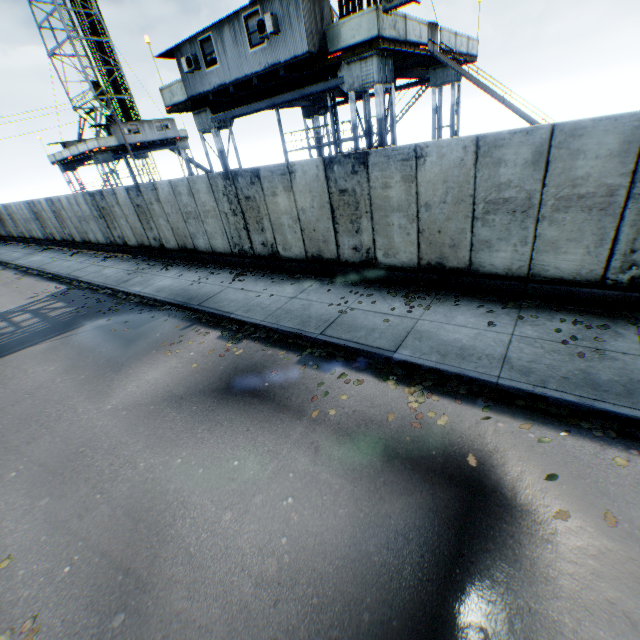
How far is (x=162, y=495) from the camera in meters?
4.7 m

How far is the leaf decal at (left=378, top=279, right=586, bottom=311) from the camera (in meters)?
6.74

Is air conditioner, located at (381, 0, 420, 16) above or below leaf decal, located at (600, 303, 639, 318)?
above

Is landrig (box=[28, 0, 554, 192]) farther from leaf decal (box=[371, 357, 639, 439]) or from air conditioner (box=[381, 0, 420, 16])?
leaf decal (box=[371, 357, 639, 439])

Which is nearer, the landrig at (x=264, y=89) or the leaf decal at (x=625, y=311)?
the leaf decal at (x=625, y=311)

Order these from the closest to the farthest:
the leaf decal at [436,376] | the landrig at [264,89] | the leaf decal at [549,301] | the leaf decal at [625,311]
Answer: the leaf decal at [436,376] → the leaf decal at [625,311] → the leaf decal at [549,301] → the landrig at [264,89]

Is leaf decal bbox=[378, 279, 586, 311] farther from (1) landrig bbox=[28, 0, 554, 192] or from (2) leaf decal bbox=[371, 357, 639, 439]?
(1) landrig bbox=[28, 0, 554, 192]

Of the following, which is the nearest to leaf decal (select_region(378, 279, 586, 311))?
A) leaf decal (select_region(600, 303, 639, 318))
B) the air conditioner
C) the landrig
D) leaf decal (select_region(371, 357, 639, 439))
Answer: leaf decal (select_region(600, 303, 639, 318))
